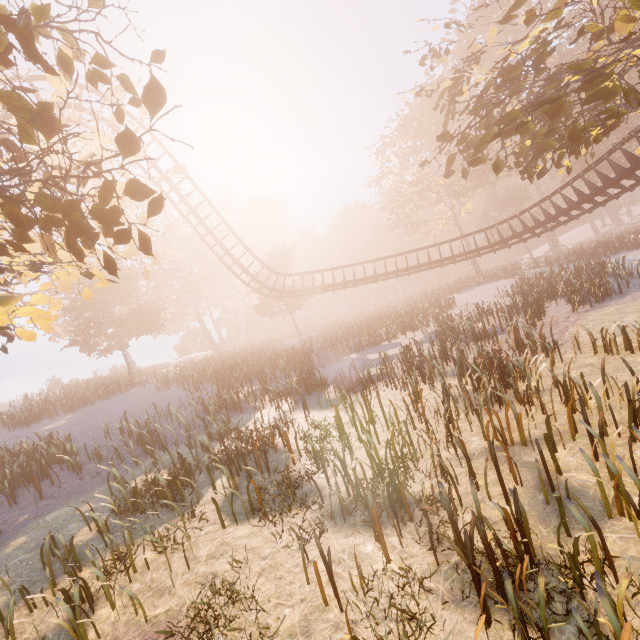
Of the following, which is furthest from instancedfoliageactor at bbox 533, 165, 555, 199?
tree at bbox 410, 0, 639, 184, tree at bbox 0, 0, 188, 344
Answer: tree at bbox 0, 0, 188, 344

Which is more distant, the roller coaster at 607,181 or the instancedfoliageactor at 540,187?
the instancedfoliageactor at 540,187

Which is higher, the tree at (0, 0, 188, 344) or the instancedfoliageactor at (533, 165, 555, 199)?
the instancedfoliageactor at (533, 165, 555, 199)

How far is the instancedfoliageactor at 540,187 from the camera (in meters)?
47.76

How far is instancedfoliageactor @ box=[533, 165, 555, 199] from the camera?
47.8m

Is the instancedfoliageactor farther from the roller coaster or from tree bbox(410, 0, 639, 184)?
the roller coaster

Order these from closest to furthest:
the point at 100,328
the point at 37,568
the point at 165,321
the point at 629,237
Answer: the point at 37,568 → the point at 629,237 → the point at 165,321 → the point at 100,328
